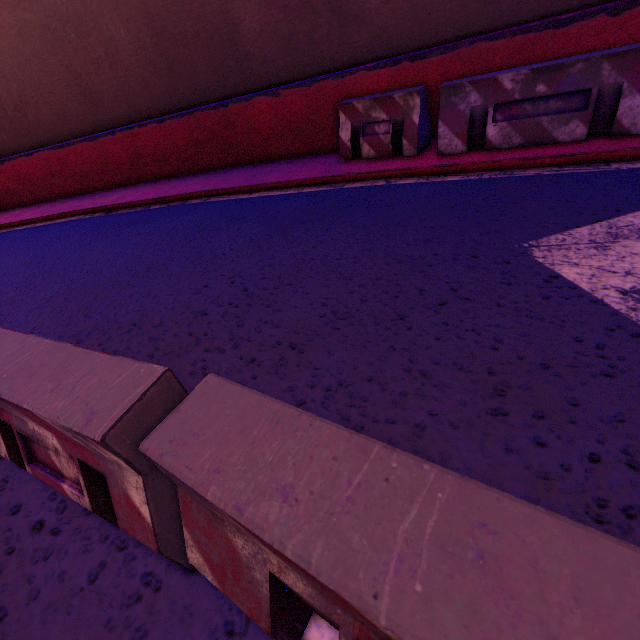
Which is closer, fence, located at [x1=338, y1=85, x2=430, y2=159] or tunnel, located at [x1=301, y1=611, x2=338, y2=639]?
tunnel, located at [x1=301, y1=611, x2=338, y2=639]

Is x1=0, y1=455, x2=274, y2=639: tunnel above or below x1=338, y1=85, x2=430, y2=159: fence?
below

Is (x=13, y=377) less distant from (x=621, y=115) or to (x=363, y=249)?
(x=363, y=249)

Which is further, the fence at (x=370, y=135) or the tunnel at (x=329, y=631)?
the fence at (x=370, y=135)

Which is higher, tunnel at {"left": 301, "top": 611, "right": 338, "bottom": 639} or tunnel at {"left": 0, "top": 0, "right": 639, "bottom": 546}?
tunnel at {"left": 0, "top": 0, "right": 639, "bottom": 546}

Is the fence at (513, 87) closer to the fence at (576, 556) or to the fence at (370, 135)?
the fence at (370, 135)

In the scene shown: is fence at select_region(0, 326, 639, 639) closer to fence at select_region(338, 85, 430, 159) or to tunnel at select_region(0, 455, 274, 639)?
tunnel at select_region(0, 455, 274, 639)
